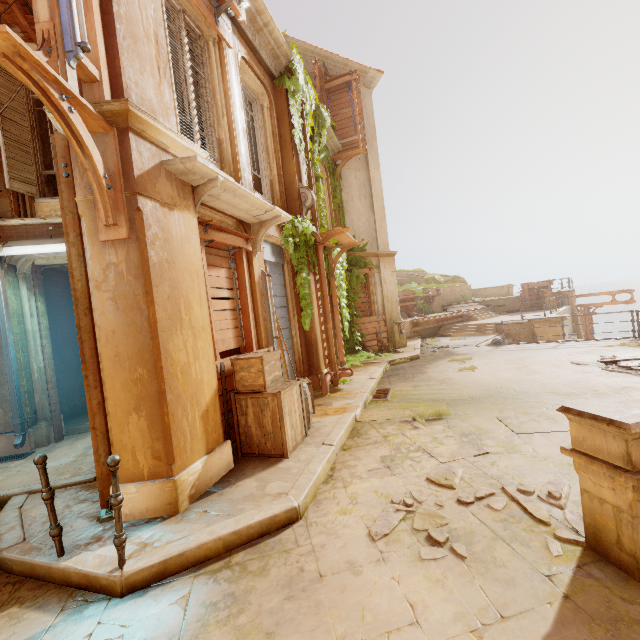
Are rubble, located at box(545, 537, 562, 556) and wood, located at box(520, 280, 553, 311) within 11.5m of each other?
no

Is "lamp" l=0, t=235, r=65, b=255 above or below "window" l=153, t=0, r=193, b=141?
below

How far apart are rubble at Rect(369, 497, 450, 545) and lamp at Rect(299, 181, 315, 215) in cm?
710

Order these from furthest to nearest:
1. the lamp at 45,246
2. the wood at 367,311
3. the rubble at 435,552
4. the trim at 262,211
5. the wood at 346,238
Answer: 1. the wood at 367,311
2. the wood at 346,238
3. the lamp at 45,246
4. the trim at 262,211
5. the rubble at 435,552

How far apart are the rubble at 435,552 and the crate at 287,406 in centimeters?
168cm

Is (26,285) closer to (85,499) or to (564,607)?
(85,499)

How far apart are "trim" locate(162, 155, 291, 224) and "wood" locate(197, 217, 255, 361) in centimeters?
31cm

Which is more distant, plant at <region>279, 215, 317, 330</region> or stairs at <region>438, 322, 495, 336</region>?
stairs at <region>438, 322, 495, 336</region>
